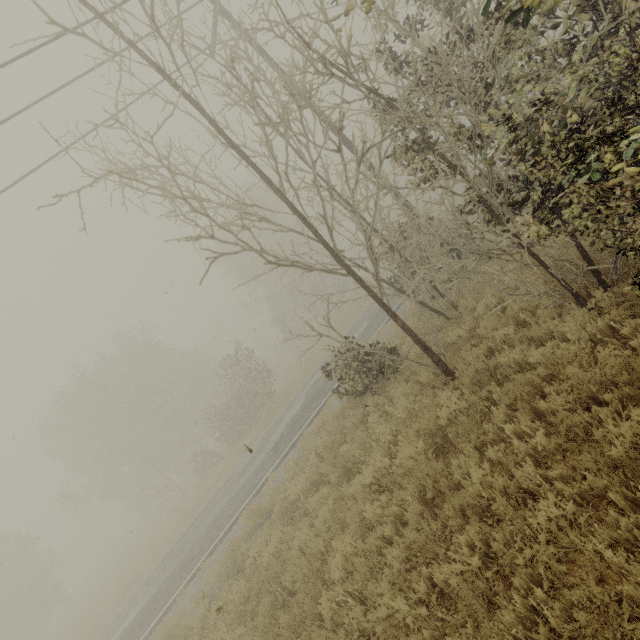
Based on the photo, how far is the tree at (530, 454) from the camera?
4.1 meters

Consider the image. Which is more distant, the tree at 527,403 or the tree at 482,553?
the tree at 527,403

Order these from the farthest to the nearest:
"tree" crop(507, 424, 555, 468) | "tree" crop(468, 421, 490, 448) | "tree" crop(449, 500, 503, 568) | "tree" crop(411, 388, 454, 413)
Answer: "tree" crop(411, 388, 454, 413) < "tree" crop(468, 421, 490, 448) < "tree" crop(507, 424, 555, 468) < "tree" crop(449, 500, 503, 568)

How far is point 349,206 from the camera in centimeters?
851cm

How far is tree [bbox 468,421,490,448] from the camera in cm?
512
